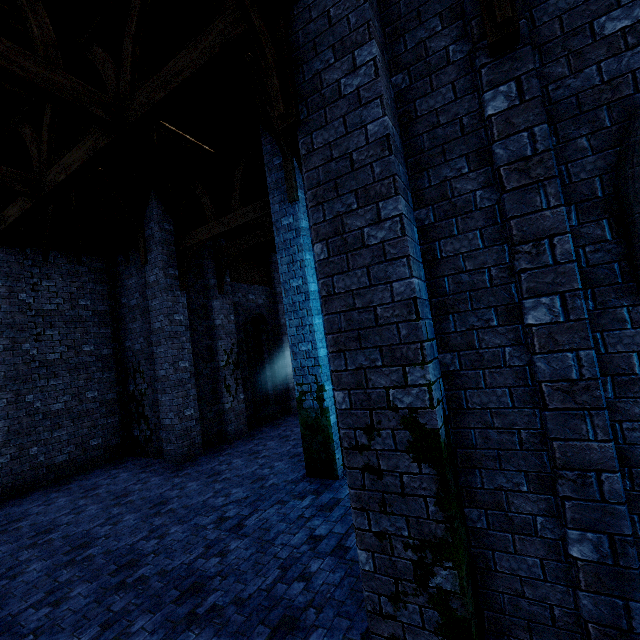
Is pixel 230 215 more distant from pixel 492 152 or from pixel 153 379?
pixel 492 152
